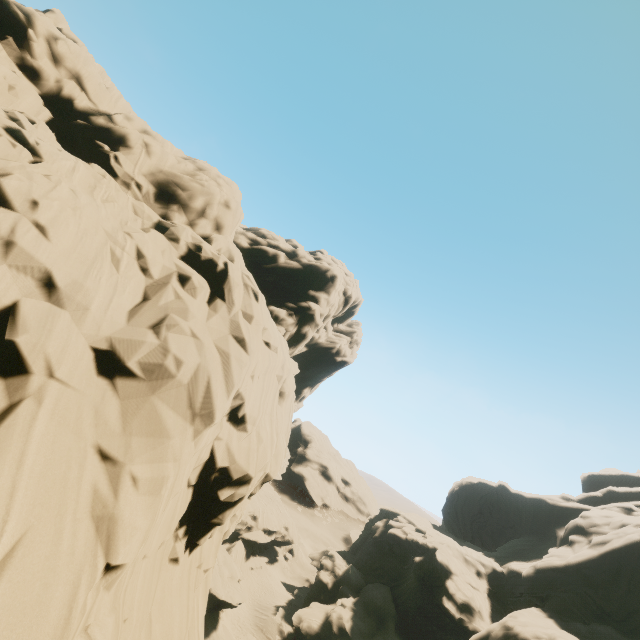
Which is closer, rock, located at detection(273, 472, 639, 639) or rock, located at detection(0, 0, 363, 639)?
rock, located at detection(0, 0, 363, 639)

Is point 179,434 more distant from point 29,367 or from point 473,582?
point 473,582

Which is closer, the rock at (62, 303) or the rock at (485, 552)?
the rock at (62, 303)
